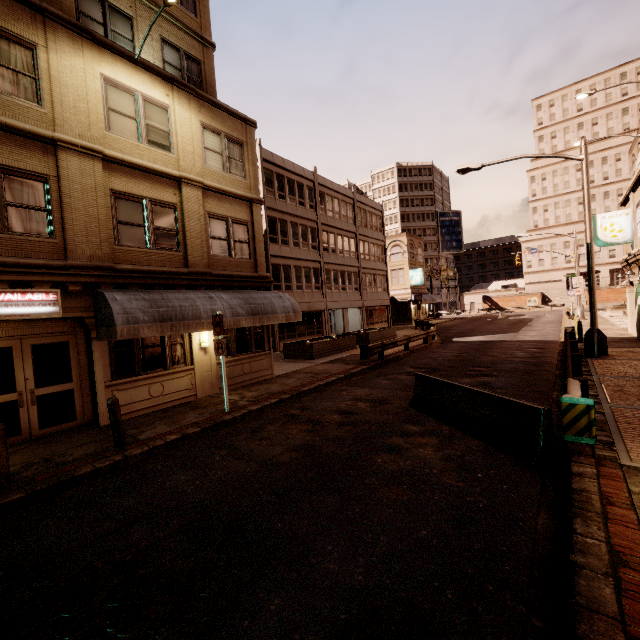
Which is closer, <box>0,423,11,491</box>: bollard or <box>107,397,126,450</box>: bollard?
<box>0,423,11,491</box>: bollard

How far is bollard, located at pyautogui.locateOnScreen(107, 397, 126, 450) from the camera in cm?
737

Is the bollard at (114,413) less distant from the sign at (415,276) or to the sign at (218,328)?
the sign at (218,328)

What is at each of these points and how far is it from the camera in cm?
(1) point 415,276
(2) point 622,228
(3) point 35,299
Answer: (1) sign, 4625
(2) sign, 1736
(3) sign, 831

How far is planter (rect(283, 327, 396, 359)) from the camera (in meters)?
19.67

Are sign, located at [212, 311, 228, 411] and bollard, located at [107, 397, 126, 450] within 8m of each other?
yes

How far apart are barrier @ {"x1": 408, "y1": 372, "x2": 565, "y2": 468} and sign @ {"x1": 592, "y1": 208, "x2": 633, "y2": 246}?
16.36m

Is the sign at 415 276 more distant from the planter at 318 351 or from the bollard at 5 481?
the bollard at 5 481
